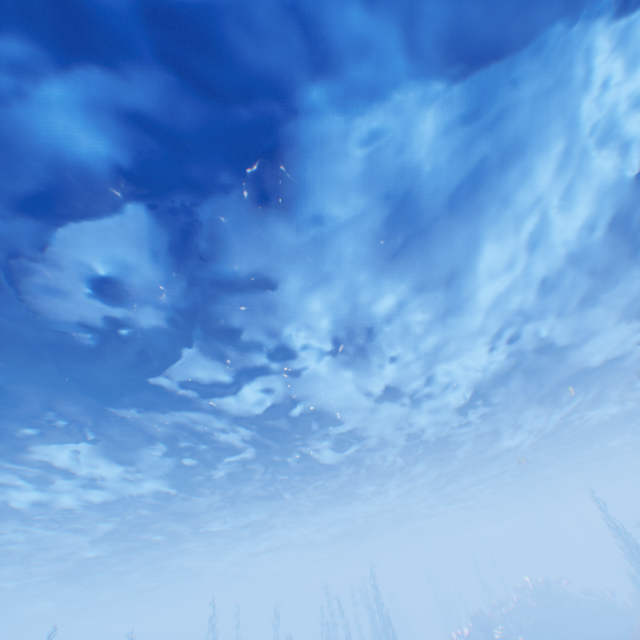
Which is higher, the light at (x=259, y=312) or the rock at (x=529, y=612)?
the light at (x=259, y=312)

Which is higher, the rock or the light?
the light

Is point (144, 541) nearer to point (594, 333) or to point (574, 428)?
point (594, 333)

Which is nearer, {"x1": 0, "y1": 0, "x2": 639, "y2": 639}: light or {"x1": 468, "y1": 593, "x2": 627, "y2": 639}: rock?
{"x1": 0, "y1": 0, "x2": 639, "y2": 639}: light

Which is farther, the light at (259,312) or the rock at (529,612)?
the rock at (529,612)
